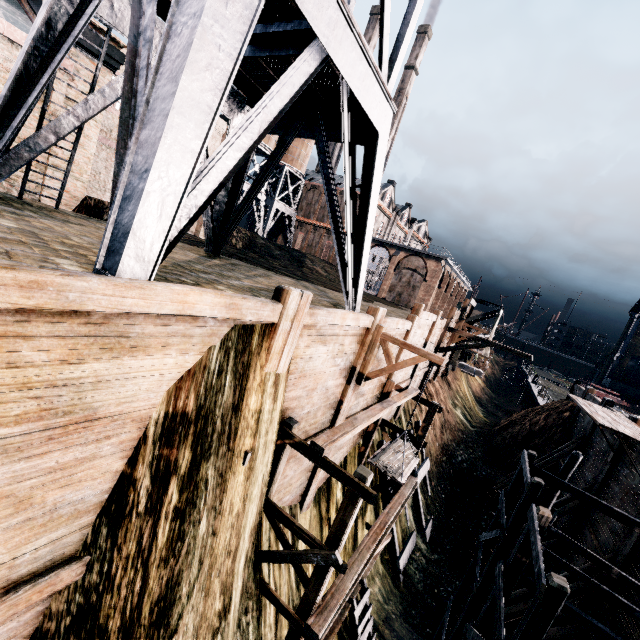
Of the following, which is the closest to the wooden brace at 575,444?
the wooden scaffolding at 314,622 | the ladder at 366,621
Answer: the wooden scaffolding at 314,622

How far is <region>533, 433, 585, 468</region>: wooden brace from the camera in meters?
20.3 m

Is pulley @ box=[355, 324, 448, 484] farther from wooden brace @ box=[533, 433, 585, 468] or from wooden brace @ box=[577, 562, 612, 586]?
wooden brace @ box=[533, 433, 585, 468]

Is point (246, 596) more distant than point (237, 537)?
Yes

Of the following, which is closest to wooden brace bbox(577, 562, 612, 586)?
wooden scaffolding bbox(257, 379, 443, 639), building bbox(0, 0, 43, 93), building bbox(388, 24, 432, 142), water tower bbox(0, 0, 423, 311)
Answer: wooden scaffolding bbox(257, 379, 443, 639)

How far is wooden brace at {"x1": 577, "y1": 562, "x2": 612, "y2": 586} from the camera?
11.76m

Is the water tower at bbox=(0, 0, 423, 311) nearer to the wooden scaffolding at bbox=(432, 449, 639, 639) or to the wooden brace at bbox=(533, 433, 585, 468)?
the wooden scaffolding at bbox=(432, 449, 639, 639)

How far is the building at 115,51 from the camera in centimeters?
1461cm
